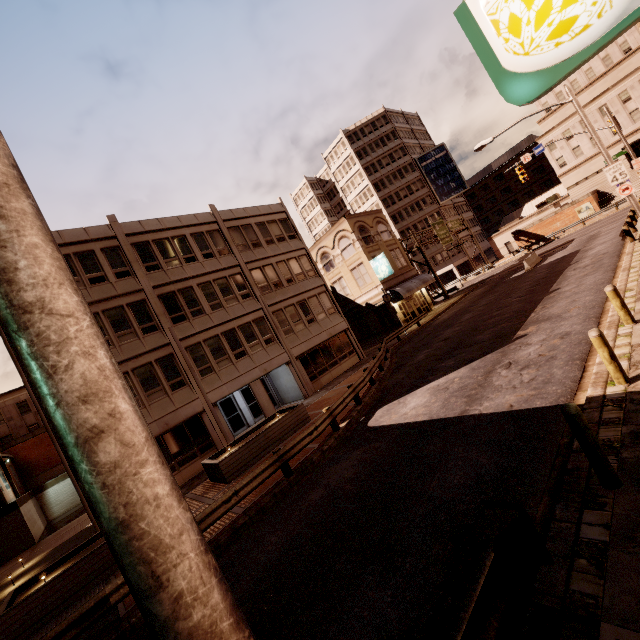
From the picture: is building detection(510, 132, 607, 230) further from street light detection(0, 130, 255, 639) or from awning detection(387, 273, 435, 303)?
street light detection(0, 130, 255, 639)

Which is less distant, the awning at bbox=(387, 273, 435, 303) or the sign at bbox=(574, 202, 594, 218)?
the awning at bbox=(387, 273, 435, 303)

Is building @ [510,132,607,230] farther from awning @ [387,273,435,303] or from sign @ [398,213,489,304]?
awning @ [387,273,435,303]

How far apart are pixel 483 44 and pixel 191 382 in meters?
19.6

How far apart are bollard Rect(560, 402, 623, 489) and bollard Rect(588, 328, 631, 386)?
2.75m

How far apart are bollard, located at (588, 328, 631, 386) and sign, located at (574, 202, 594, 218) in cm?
5099

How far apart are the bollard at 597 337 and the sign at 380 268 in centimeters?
2584cm

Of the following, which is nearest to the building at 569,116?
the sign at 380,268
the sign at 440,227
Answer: the sign at 440,227
